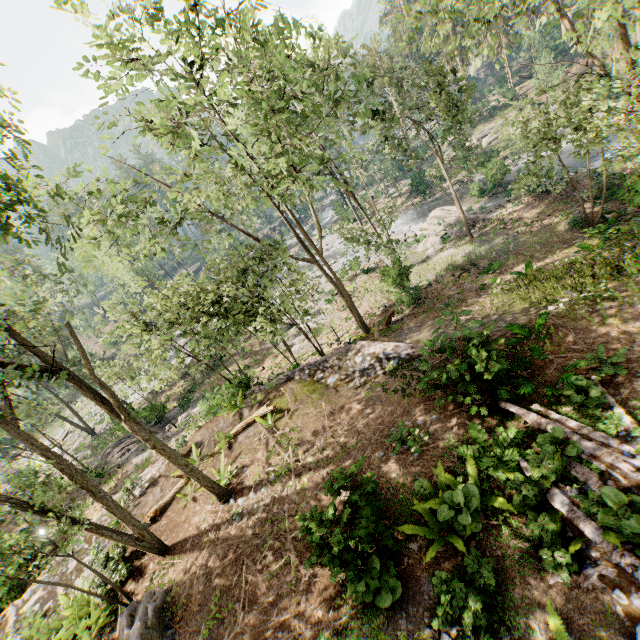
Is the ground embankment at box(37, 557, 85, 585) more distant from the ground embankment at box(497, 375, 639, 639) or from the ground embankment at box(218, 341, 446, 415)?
the ground embankment at box(497, 375, 639, 639)

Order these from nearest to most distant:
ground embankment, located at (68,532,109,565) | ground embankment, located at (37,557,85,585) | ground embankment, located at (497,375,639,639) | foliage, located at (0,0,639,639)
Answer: ground embankment, located at (497,375,639,639) < foliage, located at (0,0,639,639) < ground embankment, located at (68,532,109,565) < ground embankment, located at (37,557,85,585)

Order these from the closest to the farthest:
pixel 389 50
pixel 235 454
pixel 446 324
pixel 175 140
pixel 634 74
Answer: pixel 634 74
pixel 175 140
pixel 235 454
pixel 446 324
pixel 389 50

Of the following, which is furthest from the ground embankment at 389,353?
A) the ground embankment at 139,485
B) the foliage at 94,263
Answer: the ground embankment at 139,485

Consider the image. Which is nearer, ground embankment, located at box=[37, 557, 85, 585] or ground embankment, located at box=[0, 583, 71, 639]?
ground embankment, located at box=[0, 583, 71, 639]

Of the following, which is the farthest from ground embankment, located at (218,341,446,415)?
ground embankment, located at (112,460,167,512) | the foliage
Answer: ground embankment, located at (112,460,167,512)

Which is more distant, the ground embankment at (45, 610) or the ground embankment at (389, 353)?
the ground embankment at (389, 353)

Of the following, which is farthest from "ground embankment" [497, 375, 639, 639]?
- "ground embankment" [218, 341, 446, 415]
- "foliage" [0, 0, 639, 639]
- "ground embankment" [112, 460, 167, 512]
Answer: "ground embankment" [112, 460, 167, 512]
